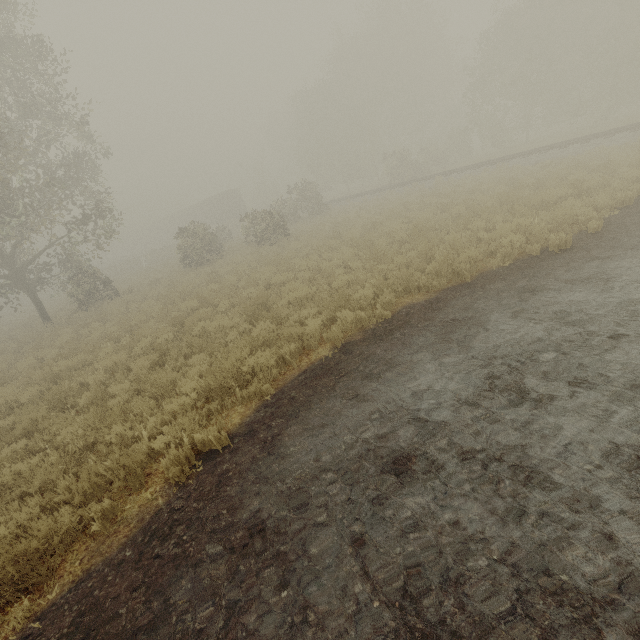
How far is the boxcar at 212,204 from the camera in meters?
45.6 m

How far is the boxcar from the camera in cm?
4559

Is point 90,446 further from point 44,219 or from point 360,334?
point 44,219
